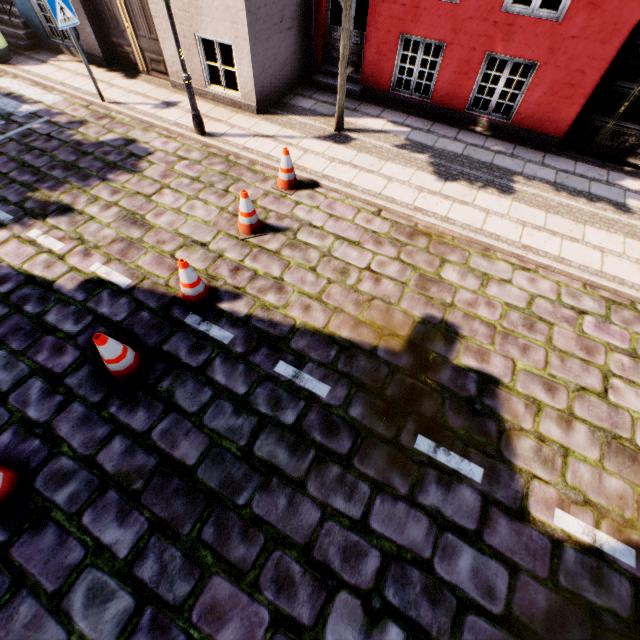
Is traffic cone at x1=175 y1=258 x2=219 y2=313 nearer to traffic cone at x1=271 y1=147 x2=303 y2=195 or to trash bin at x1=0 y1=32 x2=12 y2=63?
traffic cone at x1=271 y1=147 x2=303 y2=195

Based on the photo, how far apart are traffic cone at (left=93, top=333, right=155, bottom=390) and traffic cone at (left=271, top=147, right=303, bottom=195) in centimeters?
391cm

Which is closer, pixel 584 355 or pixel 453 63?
pixel 584 355

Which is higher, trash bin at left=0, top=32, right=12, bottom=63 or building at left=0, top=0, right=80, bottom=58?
building at left=0, top=0, right=80, bottom=58

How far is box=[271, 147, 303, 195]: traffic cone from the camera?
6.0 meters

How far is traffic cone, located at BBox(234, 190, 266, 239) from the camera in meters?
5.2 m

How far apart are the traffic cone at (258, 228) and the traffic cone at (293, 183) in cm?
88

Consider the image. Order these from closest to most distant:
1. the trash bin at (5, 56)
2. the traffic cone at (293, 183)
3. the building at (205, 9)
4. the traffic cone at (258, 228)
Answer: the traffic cone at (258, 228)
the traffic cone at (293, 183)
the building at (205, 9)
the trash bin at (5, 56)
